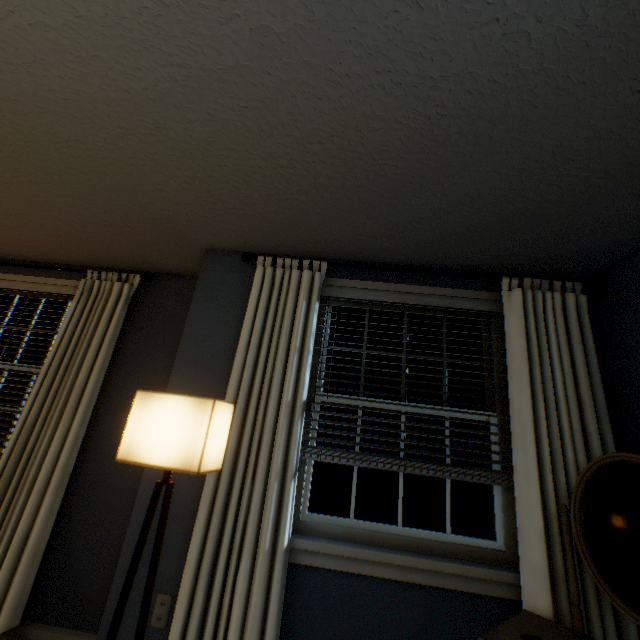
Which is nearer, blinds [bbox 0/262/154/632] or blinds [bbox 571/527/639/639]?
blinds [bbox 571/527/639/639]

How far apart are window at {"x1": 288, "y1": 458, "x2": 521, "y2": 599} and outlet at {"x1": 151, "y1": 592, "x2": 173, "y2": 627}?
0.6 meters

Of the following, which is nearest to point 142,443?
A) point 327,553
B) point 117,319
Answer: point 327,553

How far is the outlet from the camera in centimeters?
155cm

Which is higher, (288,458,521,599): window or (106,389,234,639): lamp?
(106,389,234,639): lamp

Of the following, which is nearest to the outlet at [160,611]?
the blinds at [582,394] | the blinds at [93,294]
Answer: the blinds at [582,394]

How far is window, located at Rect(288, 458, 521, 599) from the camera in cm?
153

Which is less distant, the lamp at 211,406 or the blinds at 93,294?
the lamp at 211,406
